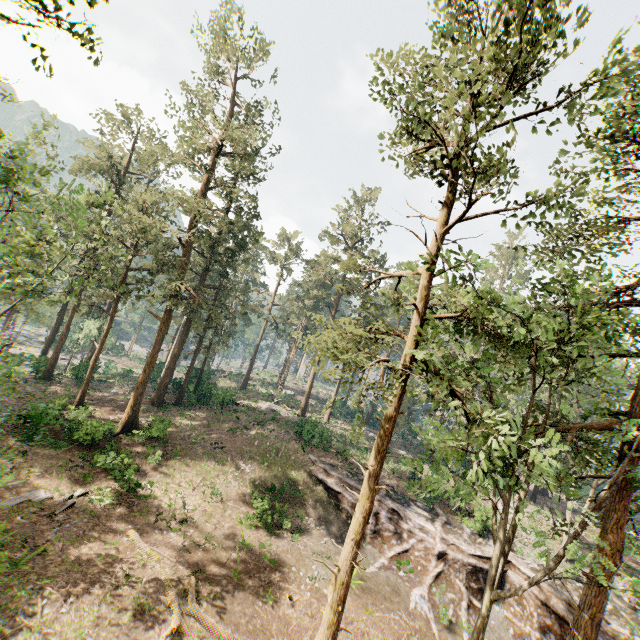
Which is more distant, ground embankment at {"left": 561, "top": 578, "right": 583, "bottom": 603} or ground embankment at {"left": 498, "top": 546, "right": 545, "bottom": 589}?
ground embankment at {"left": 498, "top": 546, "right": 545, "bottom": 589}

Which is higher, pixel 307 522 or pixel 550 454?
pixel 550 454

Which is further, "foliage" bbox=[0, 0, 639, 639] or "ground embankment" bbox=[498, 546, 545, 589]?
"ground embankment" bbox=[498, 546, 545, 589]

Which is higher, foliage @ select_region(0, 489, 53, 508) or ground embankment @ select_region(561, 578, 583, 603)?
ground embankment @ select_region(561, 578, 583, 603)

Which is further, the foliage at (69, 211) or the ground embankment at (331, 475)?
the ground embankment at (331, 475)

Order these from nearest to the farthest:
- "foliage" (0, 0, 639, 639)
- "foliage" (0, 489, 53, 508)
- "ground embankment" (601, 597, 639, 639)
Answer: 1. "foliage" (0, 0, 639, 639)
2. "foliage" (0, 489, 53, 508)
3. "ground embankment" (601, 597, 639, 639)
